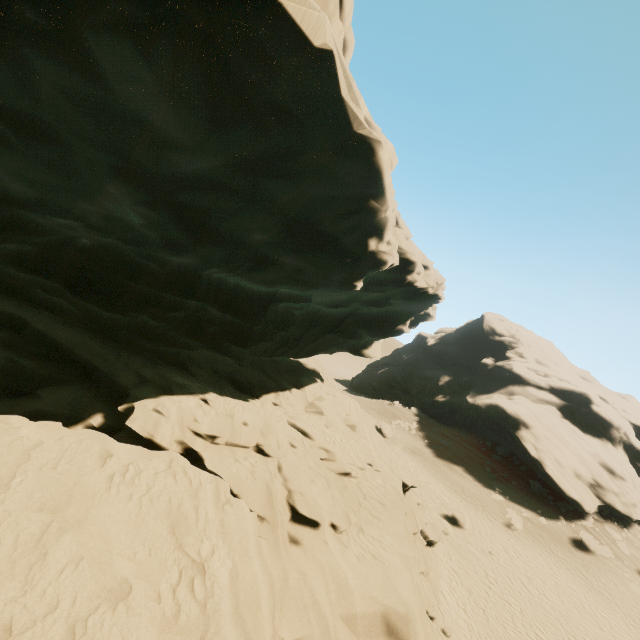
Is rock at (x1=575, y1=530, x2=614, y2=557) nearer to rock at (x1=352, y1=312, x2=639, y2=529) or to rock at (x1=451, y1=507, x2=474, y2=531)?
rock at (x1=352, y1=312, x2=639, y2=529)

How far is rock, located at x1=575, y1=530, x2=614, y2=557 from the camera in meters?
24.8

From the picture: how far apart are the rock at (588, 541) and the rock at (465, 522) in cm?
1021

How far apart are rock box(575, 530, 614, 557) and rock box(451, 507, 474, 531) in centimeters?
1021cm

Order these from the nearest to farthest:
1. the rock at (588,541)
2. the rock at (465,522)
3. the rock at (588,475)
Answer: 1. the rock at (465,522)
2. the rock at (588,541)
3. the rock at (588,475)

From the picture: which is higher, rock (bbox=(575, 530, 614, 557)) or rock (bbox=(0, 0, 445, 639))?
rock (bbox=(0, 0, 445, 639))

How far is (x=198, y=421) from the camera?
9.7 meters

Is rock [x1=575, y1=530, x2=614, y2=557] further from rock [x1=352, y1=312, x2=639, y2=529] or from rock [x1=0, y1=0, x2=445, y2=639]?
rock [x1=0, y1=0, x2=445, y2=639]
